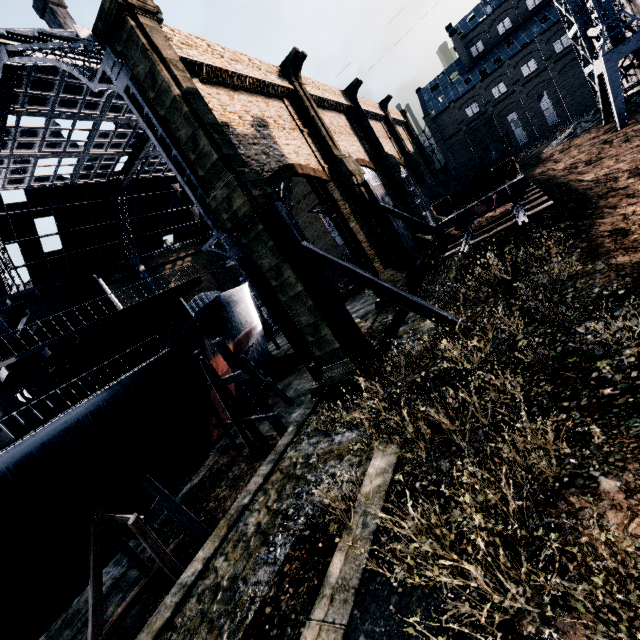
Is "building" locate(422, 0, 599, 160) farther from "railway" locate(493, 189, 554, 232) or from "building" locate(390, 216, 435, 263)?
"railway" locate(493, 189, 554, 232)

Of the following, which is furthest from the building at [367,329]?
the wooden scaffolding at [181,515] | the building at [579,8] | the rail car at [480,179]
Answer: the building at [579,8]

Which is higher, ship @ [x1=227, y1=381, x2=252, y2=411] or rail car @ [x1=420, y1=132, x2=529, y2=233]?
rail car @ [x1=420, y1=132, x2=529, y2=233]

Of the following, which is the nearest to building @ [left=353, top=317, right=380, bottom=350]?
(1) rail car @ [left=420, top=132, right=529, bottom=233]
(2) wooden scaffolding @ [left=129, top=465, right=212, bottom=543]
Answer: (1) rail car @ [left=420, top=132, right=529, bottom=233]

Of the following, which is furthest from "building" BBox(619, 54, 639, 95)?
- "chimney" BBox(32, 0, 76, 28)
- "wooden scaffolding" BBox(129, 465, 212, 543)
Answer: "chimney" BBox(32, 0, 76, 28)

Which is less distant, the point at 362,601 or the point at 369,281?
the point at 362,601

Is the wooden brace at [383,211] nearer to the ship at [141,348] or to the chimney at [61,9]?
A: the ship at [141,348]

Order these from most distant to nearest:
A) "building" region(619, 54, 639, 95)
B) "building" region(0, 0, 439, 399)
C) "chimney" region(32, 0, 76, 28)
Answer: "chimney" region(32, 0, 76, 28) → "building" region(619, 54, 639, 95) → "building" region(0, 0, 439, 399)
